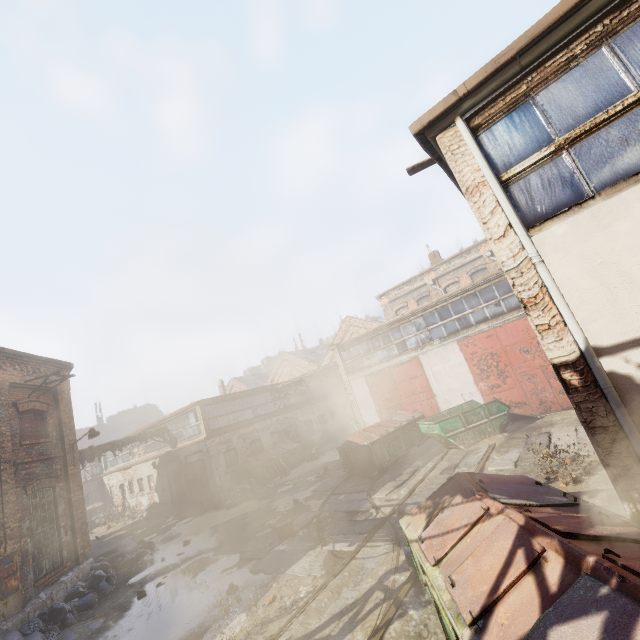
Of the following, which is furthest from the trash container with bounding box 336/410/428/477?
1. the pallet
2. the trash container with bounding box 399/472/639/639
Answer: the trash container with bounding box 399/472/639/639

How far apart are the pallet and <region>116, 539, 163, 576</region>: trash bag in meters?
10.9 m

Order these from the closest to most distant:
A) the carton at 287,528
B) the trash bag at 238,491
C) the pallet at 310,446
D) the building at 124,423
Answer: the carton at 287,528, the trash bag at 238,491, the pallet at 310,446, the building at 124,423

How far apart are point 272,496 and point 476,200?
16.37m

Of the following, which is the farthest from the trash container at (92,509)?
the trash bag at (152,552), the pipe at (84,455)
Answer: the trash bag at (152,552)

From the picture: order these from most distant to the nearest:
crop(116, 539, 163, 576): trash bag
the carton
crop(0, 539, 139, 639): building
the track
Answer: crop(116, 539, 163, 576): trash bag, the carton, crop(0, 539, 139, 639): building, the track

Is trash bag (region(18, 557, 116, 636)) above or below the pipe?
below

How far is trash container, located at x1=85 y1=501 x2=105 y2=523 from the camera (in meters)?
27.31
